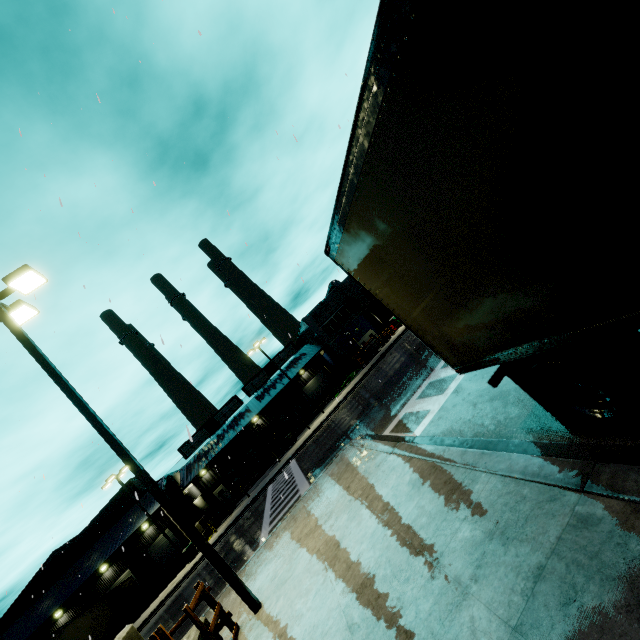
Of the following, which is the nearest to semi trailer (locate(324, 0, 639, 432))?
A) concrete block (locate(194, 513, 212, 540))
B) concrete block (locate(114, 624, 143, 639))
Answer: concrete block (locate(194, 513, 212, 540))

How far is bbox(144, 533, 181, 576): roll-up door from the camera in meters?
34.1

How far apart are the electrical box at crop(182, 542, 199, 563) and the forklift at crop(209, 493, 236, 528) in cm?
383

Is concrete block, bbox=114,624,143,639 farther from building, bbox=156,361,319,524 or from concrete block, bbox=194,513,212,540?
concrete block, bbox=194,513,212,540

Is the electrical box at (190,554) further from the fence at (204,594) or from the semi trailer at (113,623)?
the fence at (204,594)

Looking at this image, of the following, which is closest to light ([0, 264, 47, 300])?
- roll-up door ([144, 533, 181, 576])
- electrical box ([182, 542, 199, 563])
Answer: electrical box ([182, 542, 199, 563])

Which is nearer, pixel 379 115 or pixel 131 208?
pixel 379 115

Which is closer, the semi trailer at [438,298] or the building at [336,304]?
the semi trailer at [438,298]
